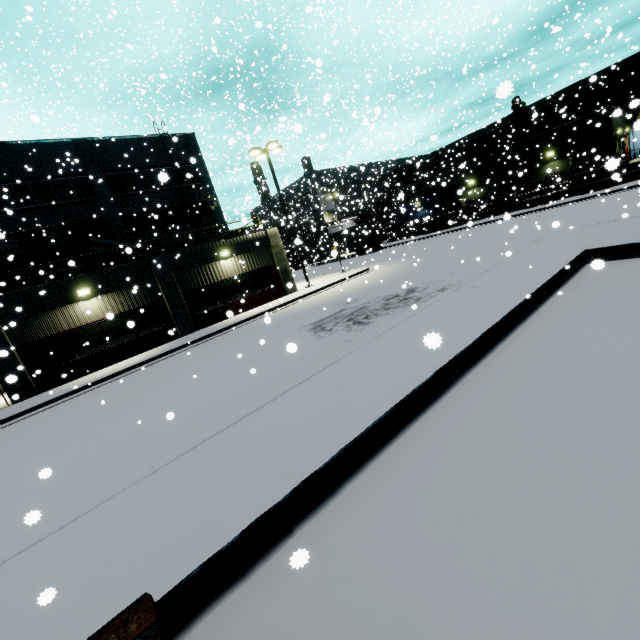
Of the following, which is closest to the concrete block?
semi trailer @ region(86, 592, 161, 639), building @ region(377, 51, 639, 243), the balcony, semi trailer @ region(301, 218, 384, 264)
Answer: building @ region(377, 51, 639, 243)

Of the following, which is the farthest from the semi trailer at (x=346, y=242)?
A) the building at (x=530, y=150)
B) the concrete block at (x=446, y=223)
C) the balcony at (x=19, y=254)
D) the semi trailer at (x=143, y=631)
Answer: the balcony at (x=19, y=254)

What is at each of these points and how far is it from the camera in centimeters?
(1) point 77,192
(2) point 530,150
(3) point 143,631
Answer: (1) building, 2312cm
(2) building, 3244cm
(3) semi trailer, 156cm

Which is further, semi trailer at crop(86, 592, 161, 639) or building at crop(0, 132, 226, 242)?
building at crop(0, 132, 226, 242)

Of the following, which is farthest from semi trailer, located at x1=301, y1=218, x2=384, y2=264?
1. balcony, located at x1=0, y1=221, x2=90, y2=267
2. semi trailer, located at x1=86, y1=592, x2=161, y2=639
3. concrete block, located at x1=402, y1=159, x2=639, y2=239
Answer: balcony, located at x1=0, y1=221, x2=90, y2=267

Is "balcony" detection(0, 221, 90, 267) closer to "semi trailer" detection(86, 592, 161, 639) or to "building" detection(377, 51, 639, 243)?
"building" detection(377, 51, 639, 243)

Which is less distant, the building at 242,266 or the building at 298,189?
the building at 242,266

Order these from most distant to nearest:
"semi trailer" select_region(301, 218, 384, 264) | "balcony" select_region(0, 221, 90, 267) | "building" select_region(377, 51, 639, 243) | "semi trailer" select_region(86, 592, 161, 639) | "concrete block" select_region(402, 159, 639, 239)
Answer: "semi trailer" select_region(301, 218, 384, 264), "building" select_region(377, 51, 639, 243), "concrete block" select_region(402, 159, 639, 239), "balcony" select_region(0, 221, 90, 267), "semi trailer" select_region(86, 592, 161, 639)
